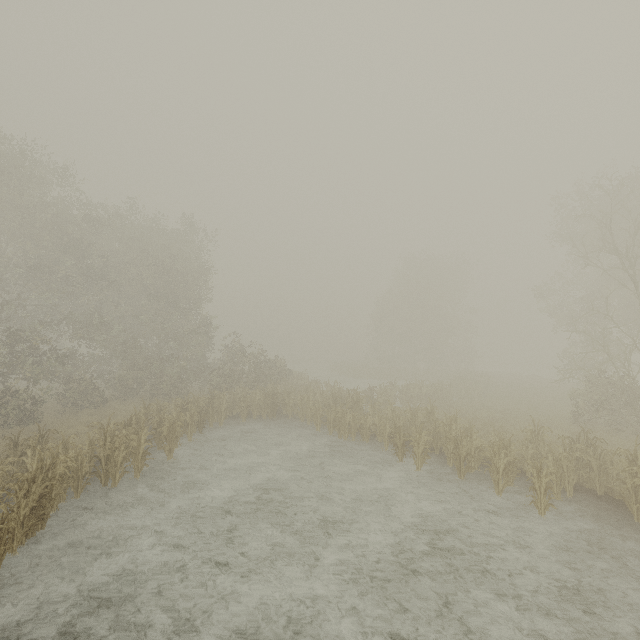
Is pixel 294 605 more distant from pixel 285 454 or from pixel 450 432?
pixel 450 432
